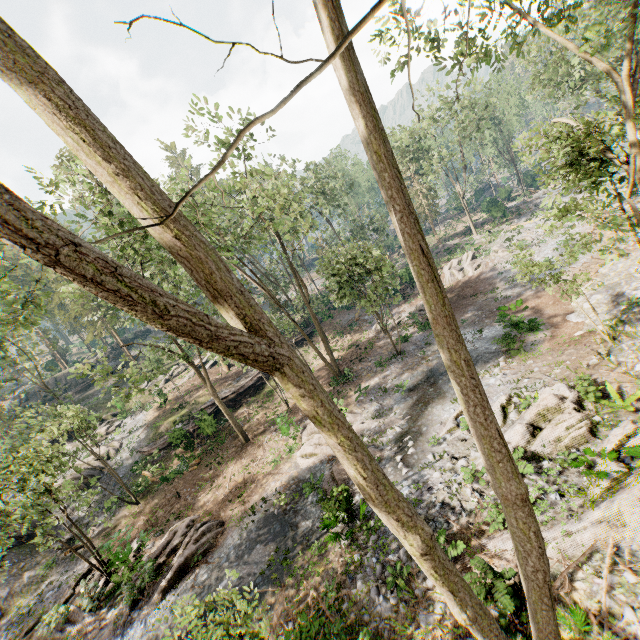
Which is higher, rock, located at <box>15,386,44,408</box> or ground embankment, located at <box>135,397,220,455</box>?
rock, located at <box>15,386,44,408</box>

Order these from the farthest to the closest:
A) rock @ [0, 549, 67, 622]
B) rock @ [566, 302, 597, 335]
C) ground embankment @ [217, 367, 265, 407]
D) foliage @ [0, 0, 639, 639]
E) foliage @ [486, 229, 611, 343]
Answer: ground embankment @ [217, 367, 265, 407], rock @ [0, 549, 67, 622], rock @ [566, 302, 597, 335], foliage @ [486, 229, 611, 343], foliage @ [0, 0, 639, 639]

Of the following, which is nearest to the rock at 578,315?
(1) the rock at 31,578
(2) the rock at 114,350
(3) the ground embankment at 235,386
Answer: (3) the ground embankment at 235,386

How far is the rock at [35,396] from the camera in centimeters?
4691cm

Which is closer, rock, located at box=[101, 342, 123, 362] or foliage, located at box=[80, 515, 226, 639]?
foliage, located at box=[80, 515, 226, 639]

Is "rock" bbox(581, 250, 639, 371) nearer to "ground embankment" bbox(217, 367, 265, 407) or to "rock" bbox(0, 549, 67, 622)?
"ground embankment" bbox(217, 367, 265, 407)

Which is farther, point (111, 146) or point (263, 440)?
point (263, 440)
